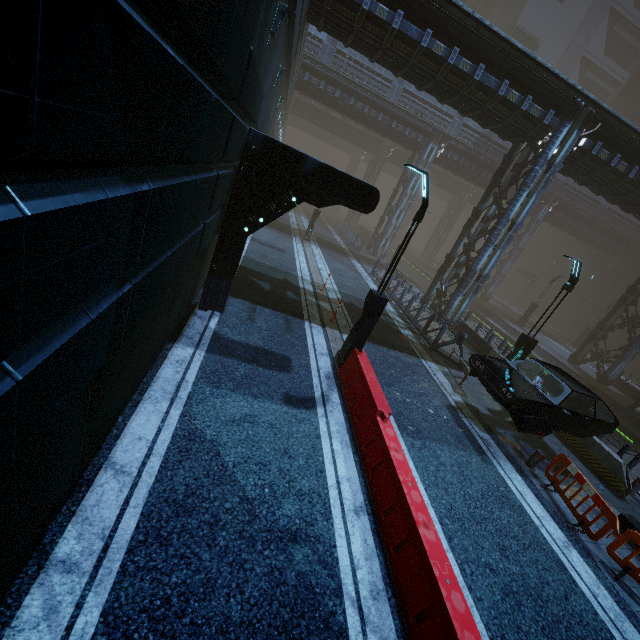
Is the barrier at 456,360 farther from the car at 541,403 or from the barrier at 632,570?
the barrier at 632,570

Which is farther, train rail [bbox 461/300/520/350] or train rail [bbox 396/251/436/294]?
train rail [bbox 396/251/436/294]

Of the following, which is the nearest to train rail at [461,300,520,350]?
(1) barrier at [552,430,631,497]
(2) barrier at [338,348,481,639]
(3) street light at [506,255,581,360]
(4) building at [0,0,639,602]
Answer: (4) building at [0,0,639,602]

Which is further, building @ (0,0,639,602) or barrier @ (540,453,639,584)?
barrier @ (540,453,639,584)

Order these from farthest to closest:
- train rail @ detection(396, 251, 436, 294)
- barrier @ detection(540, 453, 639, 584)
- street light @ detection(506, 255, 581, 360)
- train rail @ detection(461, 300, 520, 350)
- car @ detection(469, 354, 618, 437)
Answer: train rail @ detection(396, 251, 436, 294), train rail @ detection(461, 300, 520, 350), street light @ detection(506, 255, 581, 360), car @ detection(469, 354, 618, 437), barrier @ detection(540, 453, 639, 584)

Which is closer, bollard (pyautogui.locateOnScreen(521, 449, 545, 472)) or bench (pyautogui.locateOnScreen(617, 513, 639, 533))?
bench (pyautogui.locateOnScreen(617, 513, 639, 533))

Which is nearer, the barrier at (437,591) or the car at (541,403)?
the barrier at (437,591)

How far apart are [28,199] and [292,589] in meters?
4.9
